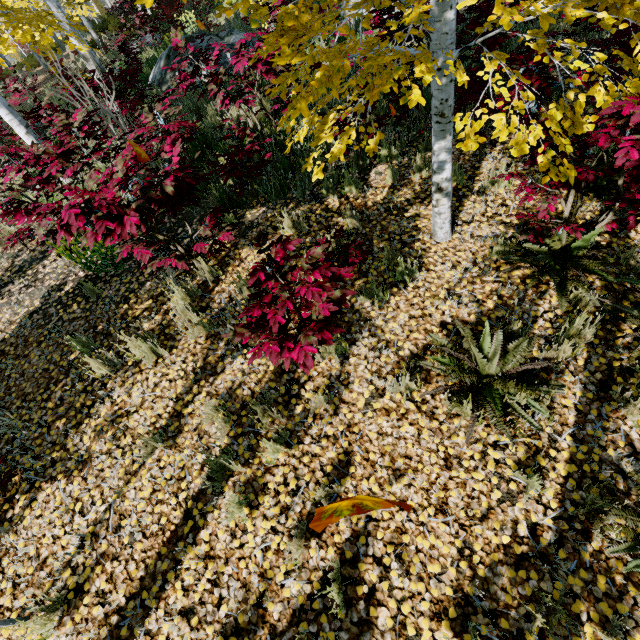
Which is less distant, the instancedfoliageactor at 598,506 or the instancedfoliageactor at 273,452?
the instancedfoliageactor at 598,506

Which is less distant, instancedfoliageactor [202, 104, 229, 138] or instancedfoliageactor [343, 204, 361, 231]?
instancedfoliageactor [343, 204, 361, 231]

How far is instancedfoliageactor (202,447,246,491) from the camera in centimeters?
268cm

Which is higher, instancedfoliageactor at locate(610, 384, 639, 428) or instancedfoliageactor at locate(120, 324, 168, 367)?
instancedfoliageactor at locate(120, 324, 168, 367)

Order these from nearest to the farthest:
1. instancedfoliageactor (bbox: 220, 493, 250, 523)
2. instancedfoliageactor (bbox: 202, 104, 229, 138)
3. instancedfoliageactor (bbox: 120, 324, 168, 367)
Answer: instancedfoliageactor (bbox: 220, 493, 250, 523) → instancedfoliageactor (bbox: 120, 324, 168, 367) → instancedfoliageactor (bbox: 202, 104, 229, 138)

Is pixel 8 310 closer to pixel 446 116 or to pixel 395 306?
pixel 395 306
